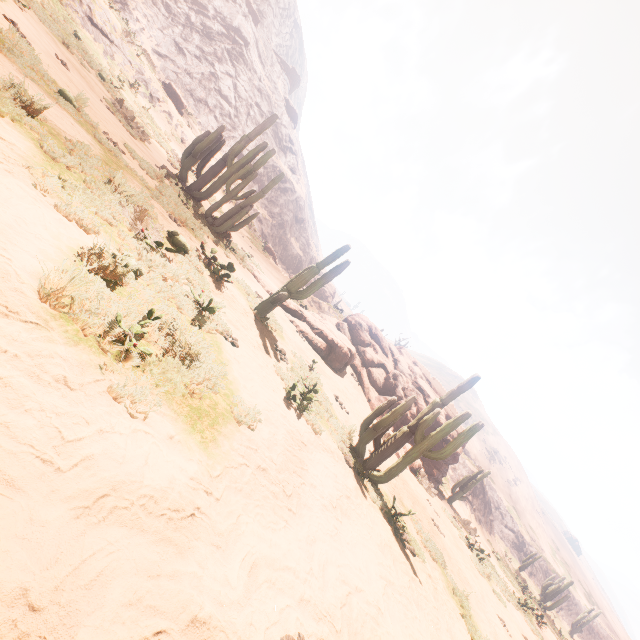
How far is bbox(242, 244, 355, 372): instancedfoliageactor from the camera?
9.7 meters

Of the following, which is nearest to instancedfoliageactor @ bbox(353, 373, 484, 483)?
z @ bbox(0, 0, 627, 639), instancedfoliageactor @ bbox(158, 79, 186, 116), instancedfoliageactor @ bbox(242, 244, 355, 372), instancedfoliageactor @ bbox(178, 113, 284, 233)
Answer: instancedfoliageactor @ bbox(242, 244, 355, 372)

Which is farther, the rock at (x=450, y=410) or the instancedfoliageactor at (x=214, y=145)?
the rock at (x=450, y=410)

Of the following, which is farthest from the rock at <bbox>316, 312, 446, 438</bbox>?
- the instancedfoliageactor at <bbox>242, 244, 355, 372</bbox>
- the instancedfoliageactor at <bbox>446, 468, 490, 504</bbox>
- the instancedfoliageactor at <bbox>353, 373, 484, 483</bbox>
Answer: the instancedfoliageactor at <bbox>353, 373, 484, 483</bbox>

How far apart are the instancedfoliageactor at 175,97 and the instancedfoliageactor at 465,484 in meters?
35.4

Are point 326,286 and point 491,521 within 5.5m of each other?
no

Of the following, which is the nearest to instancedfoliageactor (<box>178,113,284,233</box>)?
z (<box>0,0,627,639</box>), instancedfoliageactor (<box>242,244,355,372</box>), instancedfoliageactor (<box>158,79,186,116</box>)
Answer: instancedfoliageactor (<box>242,244,355,372</box>)

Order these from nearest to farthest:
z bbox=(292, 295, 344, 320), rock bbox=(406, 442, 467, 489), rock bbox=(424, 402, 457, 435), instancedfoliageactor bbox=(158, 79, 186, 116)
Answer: rock bbox=(406, 442, 467, 489), rock bbox=(424, 402, 457, 435), z bbox=(292, 295, 344, 320), instancedfoliageactor bbox=(158, 79, 186, 116)
